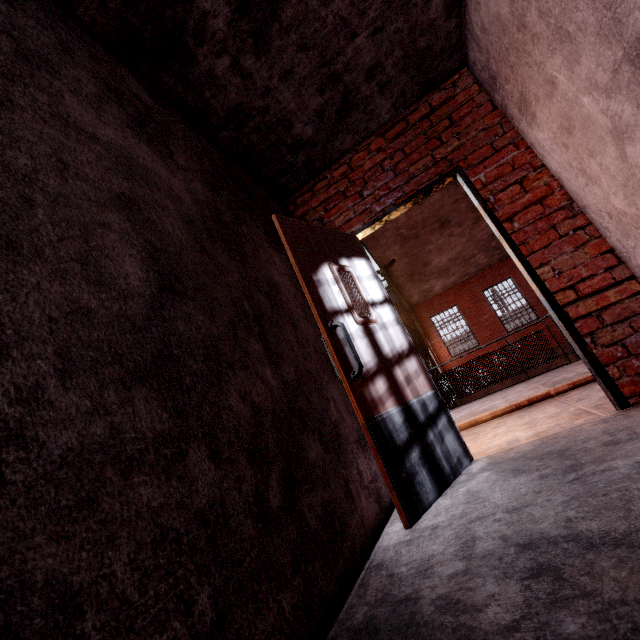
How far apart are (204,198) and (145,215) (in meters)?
0.60

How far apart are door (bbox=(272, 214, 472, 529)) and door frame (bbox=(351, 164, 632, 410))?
0.00m

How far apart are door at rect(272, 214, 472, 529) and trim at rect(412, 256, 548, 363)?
16.09m

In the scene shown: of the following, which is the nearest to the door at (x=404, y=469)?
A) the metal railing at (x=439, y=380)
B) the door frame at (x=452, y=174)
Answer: the door frame at (x=452, y=174)

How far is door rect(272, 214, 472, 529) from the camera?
1.8 meters

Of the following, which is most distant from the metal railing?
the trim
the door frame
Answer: the trim

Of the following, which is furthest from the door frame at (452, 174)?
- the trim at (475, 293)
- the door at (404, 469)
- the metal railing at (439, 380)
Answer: the trim at (475, 293)

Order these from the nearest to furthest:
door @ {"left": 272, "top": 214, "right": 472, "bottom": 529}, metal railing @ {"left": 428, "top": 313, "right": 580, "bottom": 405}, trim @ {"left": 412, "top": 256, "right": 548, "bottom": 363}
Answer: door @ {"left": 272, "top": 214, "right": 472, "bottom": 529}
metal railing @ {"left": 428, "top": 313, "right": 580, "bottom": 405}
trim @ {"left": 412, "top": 256, "right": 548, "bottom": 363}
